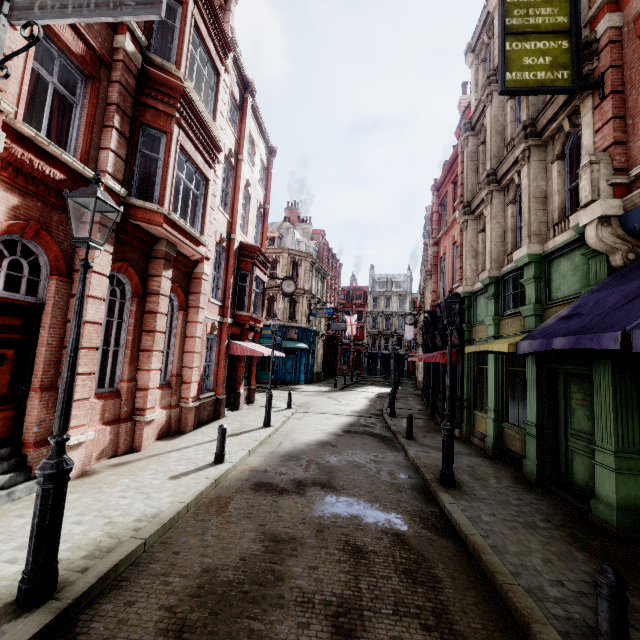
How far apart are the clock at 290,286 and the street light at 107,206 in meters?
16.1

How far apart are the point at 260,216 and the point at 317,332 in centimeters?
2013cm

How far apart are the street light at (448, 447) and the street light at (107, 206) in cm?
707

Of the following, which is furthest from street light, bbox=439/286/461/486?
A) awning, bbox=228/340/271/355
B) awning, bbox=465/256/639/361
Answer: awning, bbox=228/340/271/355

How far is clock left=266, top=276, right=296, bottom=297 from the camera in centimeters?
2055cm

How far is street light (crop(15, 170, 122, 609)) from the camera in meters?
3.4 m

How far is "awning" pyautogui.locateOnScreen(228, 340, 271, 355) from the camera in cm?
1480

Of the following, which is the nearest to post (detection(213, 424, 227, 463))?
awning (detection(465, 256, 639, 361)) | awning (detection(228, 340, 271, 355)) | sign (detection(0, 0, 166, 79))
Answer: awning (detection(228, 340, 271, 355))
